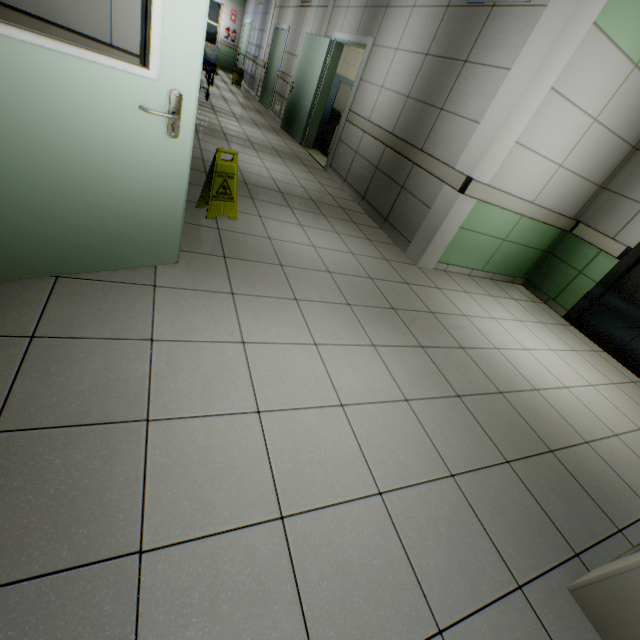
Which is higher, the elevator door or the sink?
the sink

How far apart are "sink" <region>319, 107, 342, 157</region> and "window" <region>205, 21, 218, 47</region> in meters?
12.2

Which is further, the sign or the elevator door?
the elevator door

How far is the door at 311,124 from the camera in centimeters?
588cm

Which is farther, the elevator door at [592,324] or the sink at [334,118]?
the sink at [334,118]

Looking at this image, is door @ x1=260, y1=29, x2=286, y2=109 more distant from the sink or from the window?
the window

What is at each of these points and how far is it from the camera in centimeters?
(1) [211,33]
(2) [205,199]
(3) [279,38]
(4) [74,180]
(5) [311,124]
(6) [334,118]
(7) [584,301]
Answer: (1) window, 1489cm
(2) sign, 315cm
(3) door, 978cm
(4) door, 158cm
(5) door, 736cm
(6) sink, 746cm
(7) elevator, 443cm

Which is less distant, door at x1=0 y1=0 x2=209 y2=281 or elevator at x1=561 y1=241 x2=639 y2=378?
door at x1=0 y1=0 x2=209 y2=281
